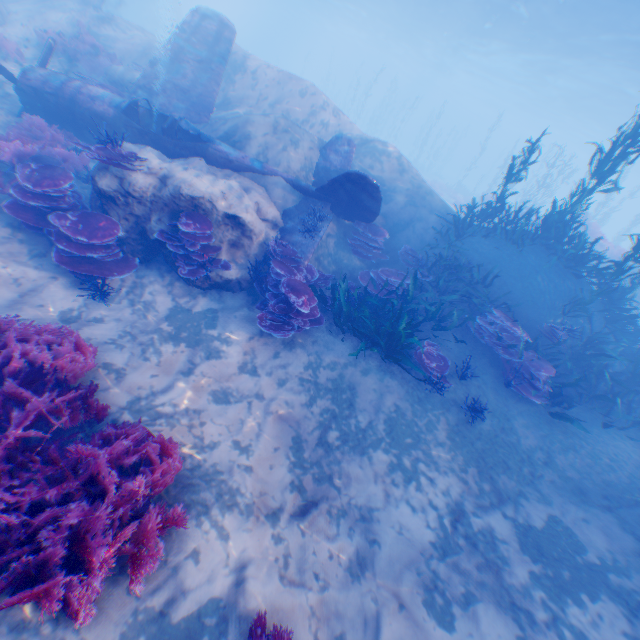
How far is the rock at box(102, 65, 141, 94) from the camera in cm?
1196

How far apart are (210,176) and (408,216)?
6.54m

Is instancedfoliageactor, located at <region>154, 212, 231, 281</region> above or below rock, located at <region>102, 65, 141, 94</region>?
below

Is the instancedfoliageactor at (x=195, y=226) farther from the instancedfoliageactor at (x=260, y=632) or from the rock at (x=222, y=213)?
the instancedfoliageactor at (x=260, y=632)

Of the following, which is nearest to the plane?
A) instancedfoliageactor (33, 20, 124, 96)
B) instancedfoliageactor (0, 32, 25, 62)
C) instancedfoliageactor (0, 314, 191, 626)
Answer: instancedfoliageactor (33, 20, 124, 96)

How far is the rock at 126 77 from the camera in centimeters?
1196cm

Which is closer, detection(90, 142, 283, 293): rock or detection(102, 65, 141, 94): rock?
detection(90, 142, 283, 293): rock

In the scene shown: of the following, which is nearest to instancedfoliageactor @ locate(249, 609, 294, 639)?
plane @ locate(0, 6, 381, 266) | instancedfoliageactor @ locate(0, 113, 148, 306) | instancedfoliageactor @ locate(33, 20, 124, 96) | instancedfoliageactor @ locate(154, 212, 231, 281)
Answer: instancedfoliageactor @ locate(0, 113, 148, 306)
